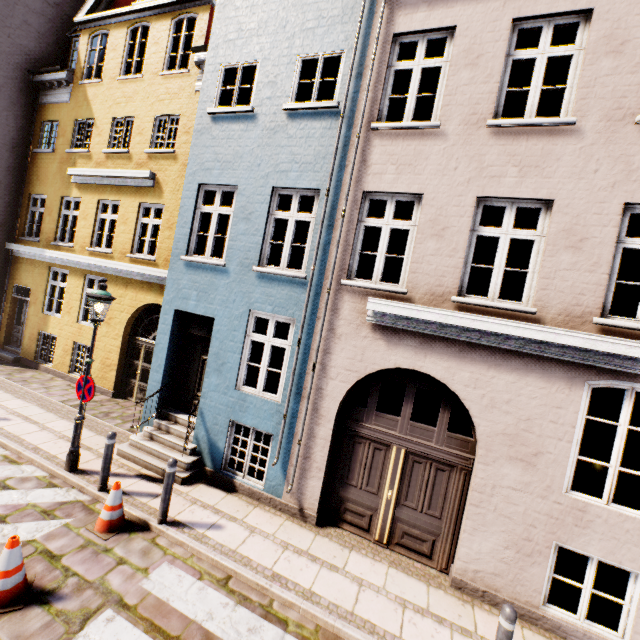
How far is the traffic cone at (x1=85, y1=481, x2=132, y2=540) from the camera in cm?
514

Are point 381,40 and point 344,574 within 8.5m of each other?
no

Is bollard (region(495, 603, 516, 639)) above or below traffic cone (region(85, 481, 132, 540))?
above

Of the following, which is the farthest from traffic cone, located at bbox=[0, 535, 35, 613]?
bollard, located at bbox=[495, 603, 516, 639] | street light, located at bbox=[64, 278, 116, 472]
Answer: bollard, located at bbox=[495, 603, 516, 639]

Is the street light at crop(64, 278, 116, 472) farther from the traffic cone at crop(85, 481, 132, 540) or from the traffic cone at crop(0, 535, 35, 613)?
the traffic cone at crop(0, 535, 35, 613)

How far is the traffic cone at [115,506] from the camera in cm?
514

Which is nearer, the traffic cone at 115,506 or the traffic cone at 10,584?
the traffic cone at 10,584

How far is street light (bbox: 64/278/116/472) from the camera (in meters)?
6.20
